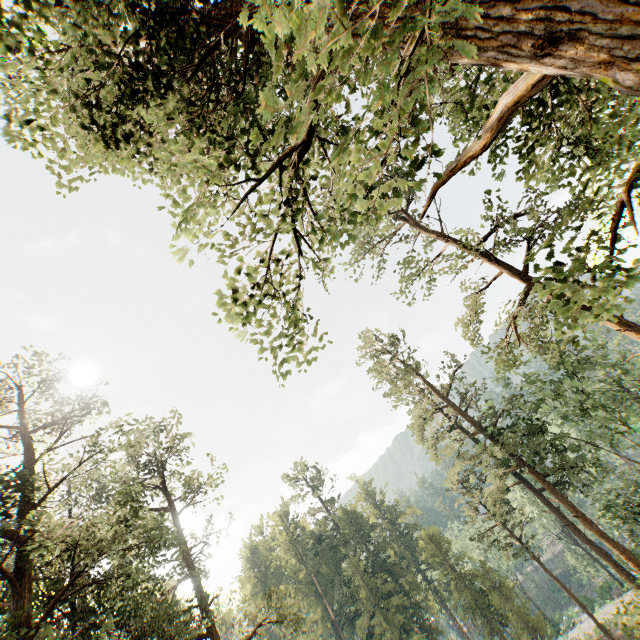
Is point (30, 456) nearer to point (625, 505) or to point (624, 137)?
point (624, 137)
